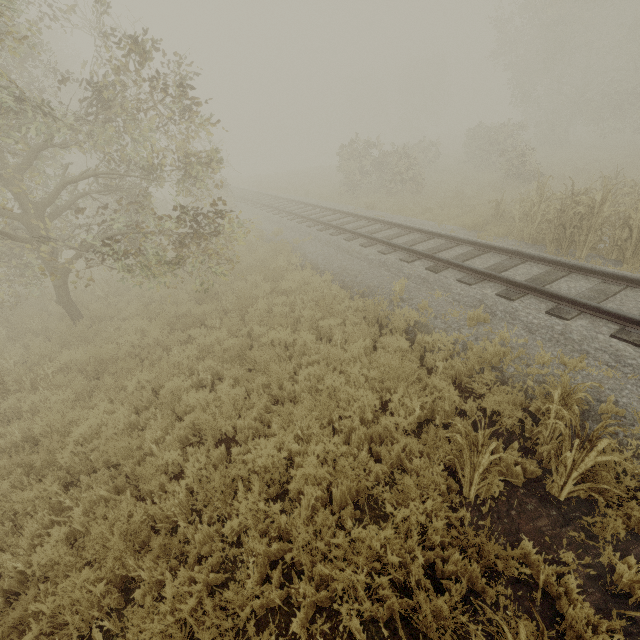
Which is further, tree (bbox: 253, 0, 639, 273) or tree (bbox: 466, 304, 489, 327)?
tree (bbox: 253, 0, 639, 273)

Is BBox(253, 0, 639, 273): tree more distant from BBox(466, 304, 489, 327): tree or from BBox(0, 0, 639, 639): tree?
BBox(0, 0, 639, 639): tree

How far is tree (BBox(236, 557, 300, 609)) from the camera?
3.21m

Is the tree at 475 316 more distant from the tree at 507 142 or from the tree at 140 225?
the tree at 507 142

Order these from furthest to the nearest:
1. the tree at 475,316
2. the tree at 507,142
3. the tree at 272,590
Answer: the tree at 507,142 → the tree at 475,316 → the tree at 272,590

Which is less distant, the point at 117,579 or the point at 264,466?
the point at 117,579

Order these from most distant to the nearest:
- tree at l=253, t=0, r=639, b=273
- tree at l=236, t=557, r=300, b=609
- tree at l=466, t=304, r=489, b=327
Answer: tree at l=253, t=0, r=639, b=273 → tree at l=466, t=304, r=489, b=327 → tree at l=236, t=557, r=300, b=609

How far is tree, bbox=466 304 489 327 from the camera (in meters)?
6.19
